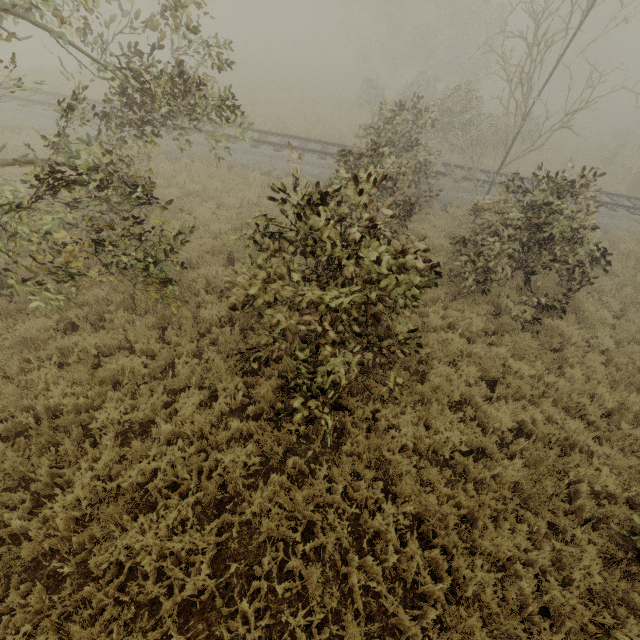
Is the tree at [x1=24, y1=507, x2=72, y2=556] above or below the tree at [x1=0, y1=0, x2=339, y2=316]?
below

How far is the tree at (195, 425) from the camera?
4.9m

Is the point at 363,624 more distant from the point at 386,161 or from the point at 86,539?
the point at 386,161

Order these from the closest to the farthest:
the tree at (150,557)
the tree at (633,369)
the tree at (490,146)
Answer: the tree at (150,557) < the tree at (490,146) < the tree at (633,369)

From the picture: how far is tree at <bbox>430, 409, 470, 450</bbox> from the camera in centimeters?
541cm

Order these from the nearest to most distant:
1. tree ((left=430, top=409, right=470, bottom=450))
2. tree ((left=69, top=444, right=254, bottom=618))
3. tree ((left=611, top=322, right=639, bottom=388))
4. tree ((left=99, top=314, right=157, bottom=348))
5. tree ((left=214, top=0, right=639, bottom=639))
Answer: tree ((left=69, top=444, right=254, bottom=618)) → tree ((left=214, top=0, right=639, bottom=639)) → tree ((left=430, top=409, right=470, bottom=450)) → tree ((left=99, top=314, right=157, bottom=348)) → tree ((left=611, top=322, right=639, bottom=388))
